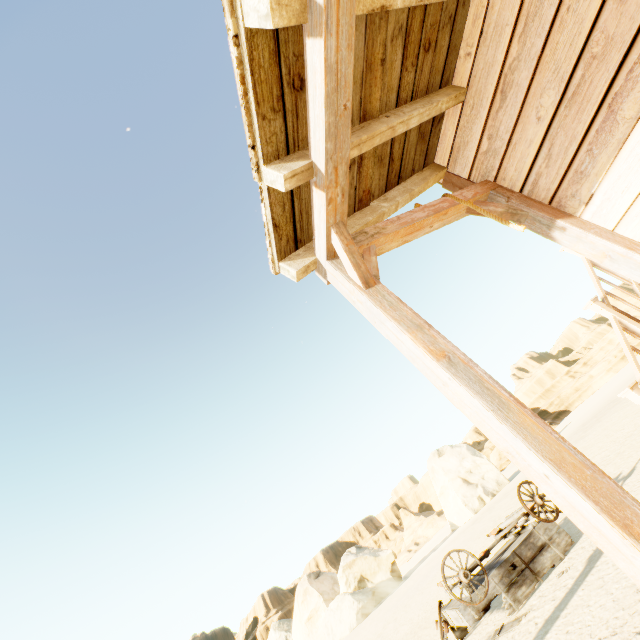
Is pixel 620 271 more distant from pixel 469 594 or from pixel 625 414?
pixel 625 414

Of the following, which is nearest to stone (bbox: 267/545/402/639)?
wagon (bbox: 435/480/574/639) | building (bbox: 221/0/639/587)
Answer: wagon (bbox: 435/480/574/639)

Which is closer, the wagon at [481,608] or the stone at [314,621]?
the wagon at [481,608]

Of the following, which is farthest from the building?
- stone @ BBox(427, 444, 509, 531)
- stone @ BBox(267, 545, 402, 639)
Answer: stone @ BBox(267, 545, 402, 639)

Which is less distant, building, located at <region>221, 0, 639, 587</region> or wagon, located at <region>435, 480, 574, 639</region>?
building, located at <region>221, 0, 639, 587</region>

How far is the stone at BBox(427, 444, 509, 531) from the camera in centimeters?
3288cm

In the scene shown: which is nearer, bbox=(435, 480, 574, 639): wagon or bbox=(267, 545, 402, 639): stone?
bbox=(435, 480, 574, 639): wagon

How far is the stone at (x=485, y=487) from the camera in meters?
32.9 m
